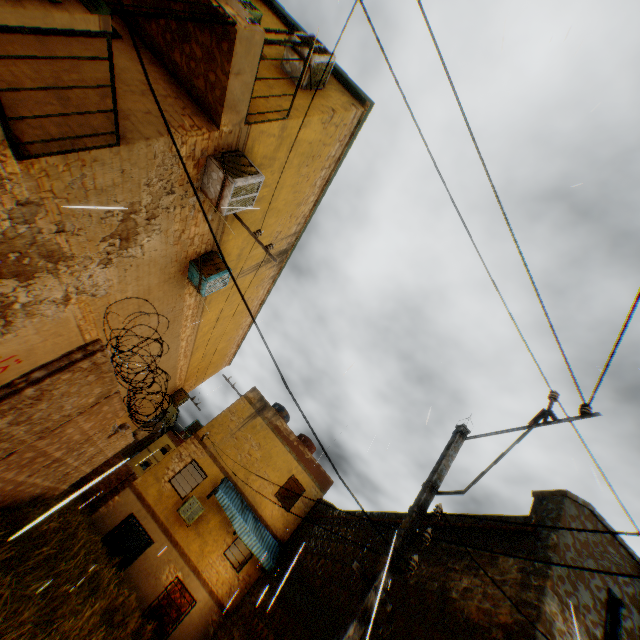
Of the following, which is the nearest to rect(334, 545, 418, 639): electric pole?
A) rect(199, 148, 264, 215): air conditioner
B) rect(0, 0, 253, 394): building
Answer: rect(0, 0, 253, 394): building

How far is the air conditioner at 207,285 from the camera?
8.2 meters

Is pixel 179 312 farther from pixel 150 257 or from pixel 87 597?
pixel 87 597

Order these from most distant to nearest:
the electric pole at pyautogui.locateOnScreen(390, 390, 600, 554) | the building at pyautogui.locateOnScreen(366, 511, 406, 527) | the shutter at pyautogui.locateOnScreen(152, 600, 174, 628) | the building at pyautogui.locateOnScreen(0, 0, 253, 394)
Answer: the shutter at pyautogui.locateOnScreen(152, 600, 174, 628), the building at pyautogui.locateOnScreen(366, 511, 406, 527), the electric pole at pyautogui.locateOnScreen(390, 390, 600, 554), the building at pyautogui.locateOnScreen(0, 0, 253, 394)

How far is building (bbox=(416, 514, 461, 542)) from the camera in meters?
8.1

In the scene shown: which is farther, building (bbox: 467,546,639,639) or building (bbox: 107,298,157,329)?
building (bbox: 107,298,157,329)

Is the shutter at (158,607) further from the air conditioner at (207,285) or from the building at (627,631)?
the air conditioner at (207,285)

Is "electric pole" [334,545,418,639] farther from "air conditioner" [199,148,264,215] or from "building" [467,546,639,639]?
"air conditioner" [199,148,264,215]
